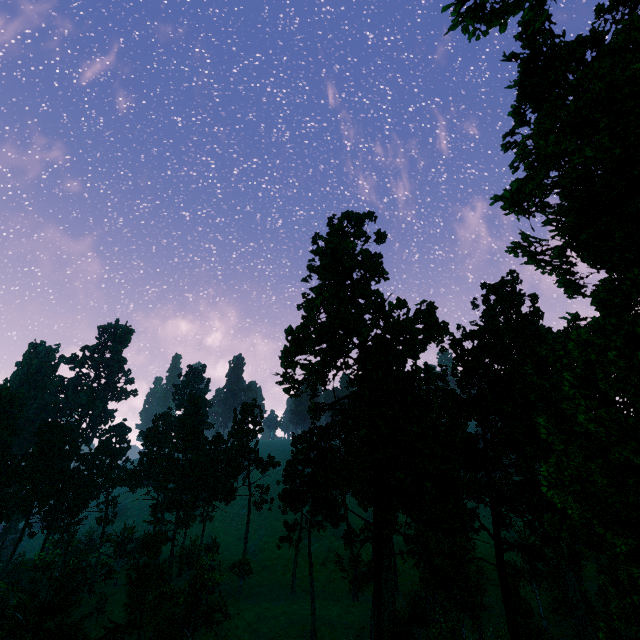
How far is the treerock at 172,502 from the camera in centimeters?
5741cm

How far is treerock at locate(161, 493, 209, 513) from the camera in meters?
57.4 m

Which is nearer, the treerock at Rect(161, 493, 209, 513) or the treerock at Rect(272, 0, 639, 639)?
the treerock at Rect(272, 0, 639, 639)

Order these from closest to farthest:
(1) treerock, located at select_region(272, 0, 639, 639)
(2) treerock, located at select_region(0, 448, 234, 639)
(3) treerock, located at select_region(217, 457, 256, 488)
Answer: (1) treerock, located at select_region(272, 0, 639, 639)
(2) treerock, located at select_region(0, 448, 234, 639)
(3) treerock, located at select_region(217, 457, 256, 488)

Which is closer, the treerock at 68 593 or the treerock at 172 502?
the treerock at 68 593

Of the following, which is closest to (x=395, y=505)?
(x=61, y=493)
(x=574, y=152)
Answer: (x=574, y=152)
